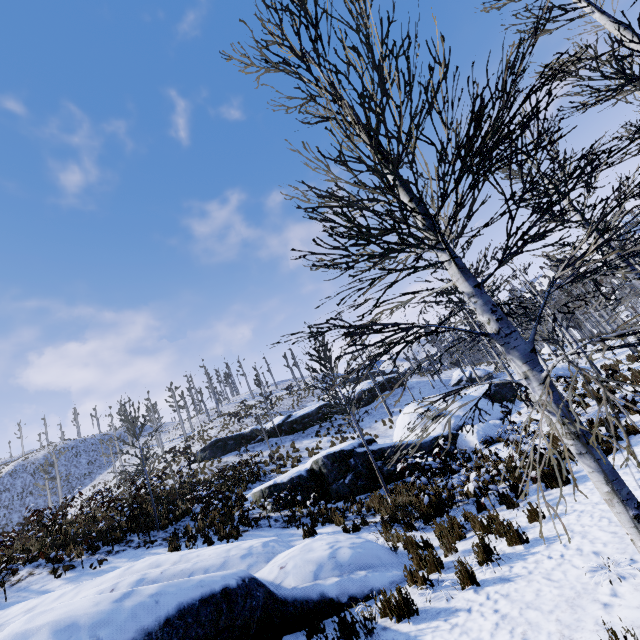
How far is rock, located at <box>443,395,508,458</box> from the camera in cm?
1409

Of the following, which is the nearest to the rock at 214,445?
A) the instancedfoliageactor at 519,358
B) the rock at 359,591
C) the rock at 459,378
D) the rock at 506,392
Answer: the rock at 459,378

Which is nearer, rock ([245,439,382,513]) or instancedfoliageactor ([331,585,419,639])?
instancedfoliageactor ([331,585,419,639])

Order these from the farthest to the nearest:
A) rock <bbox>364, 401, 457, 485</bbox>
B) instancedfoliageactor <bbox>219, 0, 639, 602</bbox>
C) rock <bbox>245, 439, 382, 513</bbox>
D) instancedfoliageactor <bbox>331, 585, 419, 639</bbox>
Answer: rock <bbox>364, 401, 457, 485</bbox> < rock <bbox>245, 439, 382, 513</bbox> < instancedfoliageactor <bbox>331, 585, 419, 639</bbox> < instancedfoliageactor <bbox>219, 0, 639, 602</bbox>

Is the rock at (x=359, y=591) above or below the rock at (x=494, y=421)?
above

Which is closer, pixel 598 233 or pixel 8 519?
pixel 598 233

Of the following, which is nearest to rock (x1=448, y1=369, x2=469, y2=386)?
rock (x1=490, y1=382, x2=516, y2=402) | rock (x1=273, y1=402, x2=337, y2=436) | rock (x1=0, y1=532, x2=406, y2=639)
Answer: rock (x1=490, y1=382, x2=516, y2=402)
